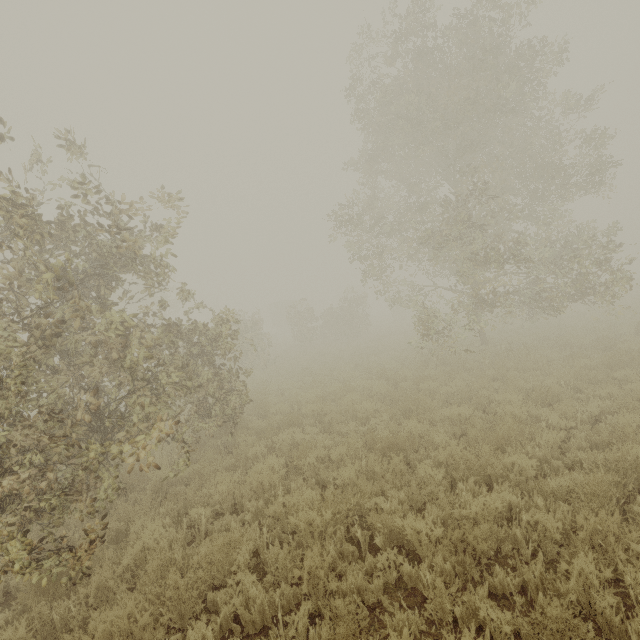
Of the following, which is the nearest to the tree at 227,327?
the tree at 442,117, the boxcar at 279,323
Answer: the tree at 442,117

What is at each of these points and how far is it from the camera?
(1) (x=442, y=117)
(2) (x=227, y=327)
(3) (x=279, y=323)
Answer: (1) tree, 11.5 meters
(2) tree, 8.4 meters
(3) boxcar, 50.2 meters

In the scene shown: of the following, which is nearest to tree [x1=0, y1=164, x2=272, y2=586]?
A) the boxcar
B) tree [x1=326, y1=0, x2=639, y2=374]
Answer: tree [x1=326, y1=0, x2=639, y2=374]

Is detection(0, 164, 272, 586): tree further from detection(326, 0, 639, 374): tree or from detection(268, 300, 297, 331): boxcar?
detection(268, 300, 297, 331): boxcar

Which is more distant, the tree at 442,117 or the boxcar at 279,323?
A: the boxcar at 279,323
